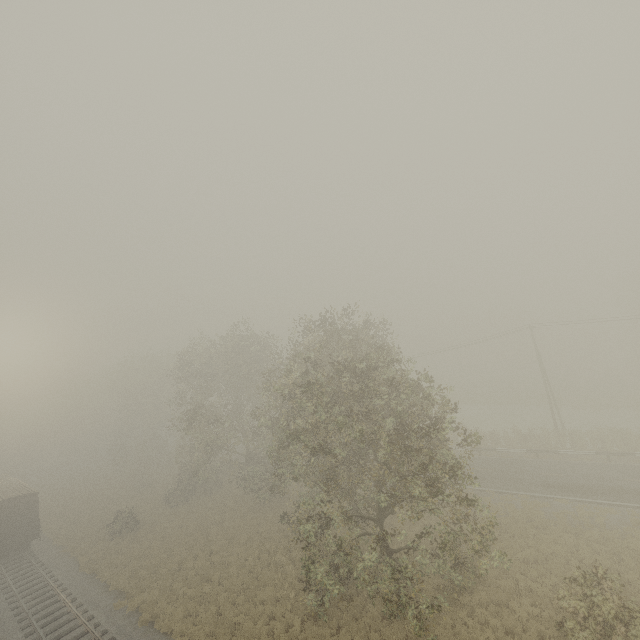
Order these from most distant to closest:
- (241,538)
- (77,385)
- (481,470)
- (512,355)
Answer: (77,385)
(512,355)
(481,470)
(241,538)

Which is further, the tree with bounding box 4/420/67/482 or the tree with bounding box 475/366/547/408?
the tree with bounding box 4/420/67/482

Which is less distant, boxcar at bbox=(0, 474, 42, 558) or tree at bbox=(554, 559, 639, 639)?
tree at bbox=(554, 559, 639, 639)

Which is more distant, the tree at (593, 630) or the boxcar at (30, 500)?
the boxcar at (30, 500)

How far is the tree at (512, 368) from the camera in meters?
50.0 m

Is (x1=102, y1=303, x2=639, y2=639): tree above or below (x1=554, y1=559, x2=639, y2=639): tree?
above

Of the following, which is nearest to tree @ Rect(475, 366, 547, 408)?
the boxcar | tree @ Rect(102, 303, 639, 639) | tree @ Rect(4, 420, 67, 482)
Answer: tree @ Rect(102, 303, 639, 639)

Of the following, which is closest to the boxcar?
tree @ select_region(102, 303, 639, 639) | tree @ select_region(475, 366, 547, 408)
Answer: tree @ select_region(102, 303, 639, 639)
